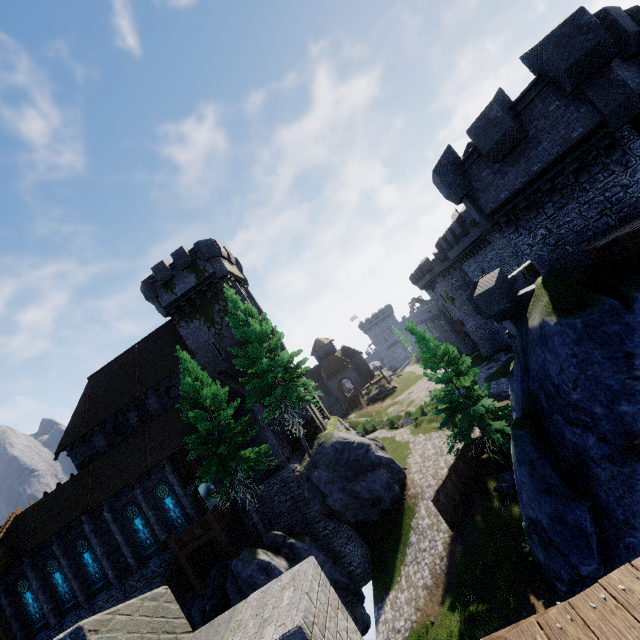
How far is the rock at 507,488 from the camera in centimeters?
1909cm

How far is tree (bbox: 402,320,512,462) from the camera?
19.62m

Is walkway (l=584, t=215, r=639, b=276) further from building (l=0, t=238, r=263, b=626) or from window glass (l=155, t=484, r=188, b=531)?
window glass (l=155, t=484, r=188, b=531)

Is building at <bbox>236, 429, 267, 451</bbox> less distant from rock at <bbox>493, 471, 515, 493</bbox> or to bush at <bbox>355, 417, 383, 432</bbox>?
bush at <bbox>355, 417, 383, 432</bbox>

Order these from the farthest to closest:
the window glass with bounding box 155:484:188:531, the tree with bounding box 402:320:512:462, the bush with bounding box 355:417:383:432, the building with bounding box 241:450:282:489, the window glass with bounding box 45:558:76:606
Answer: the bush with bounding box 355:417:383:432 → the window glass with bounding box 45:558:76:606 → the window glass with bounding box 155:484:188:531 → the building with bounding box 241:450:282:489 → the tree with bounding box 402:320:512:462

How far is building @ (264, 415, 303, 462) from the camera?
25.0m

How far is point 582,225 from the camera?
12.09m

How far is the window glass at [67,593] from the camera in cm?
2522
